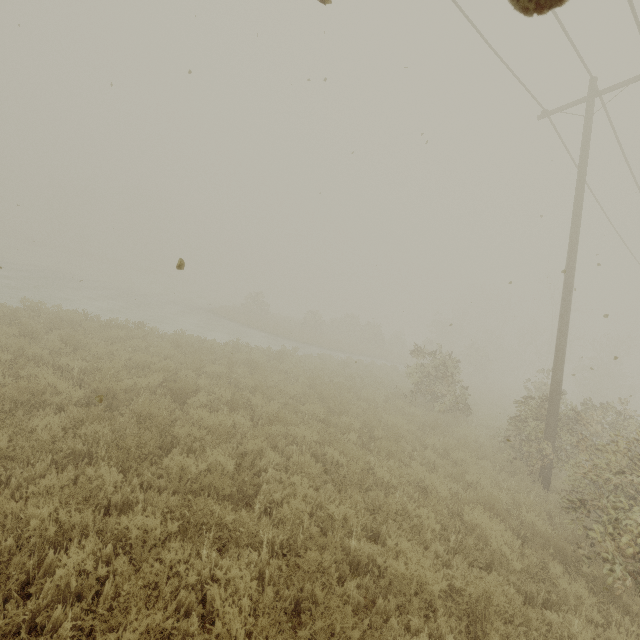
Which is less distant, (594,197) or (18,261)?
(594,197)
